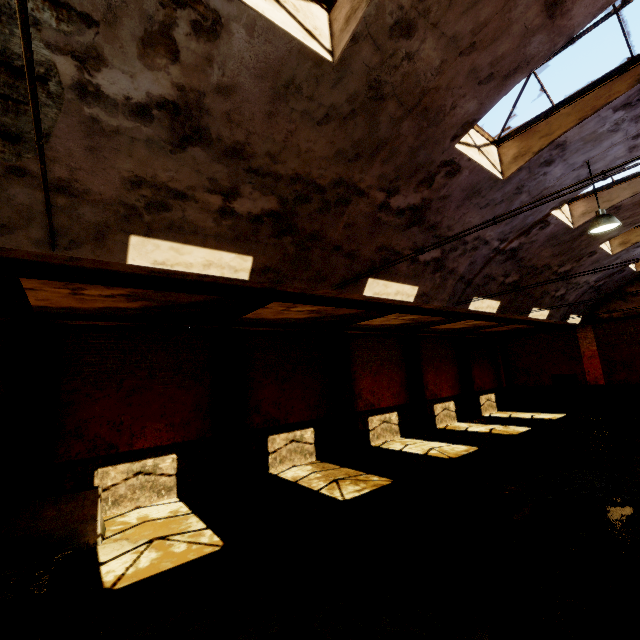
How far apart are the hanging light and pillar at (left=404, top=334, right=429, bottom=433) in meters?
9.9 m

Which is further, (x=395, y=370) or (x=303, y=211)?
(x=395, y=370)

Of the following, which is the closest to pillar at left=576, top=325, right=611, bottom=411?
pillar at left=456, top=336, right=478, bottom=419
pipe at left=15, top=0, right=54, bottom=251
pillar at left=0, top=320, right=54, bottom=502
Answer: pillar at left=456, top=336, right=478, bottom=419

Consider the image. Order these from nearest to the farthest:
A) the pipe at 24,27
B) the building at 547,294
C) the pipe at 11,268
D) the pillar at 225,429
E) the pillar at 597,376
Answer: the pipe at 24,27 → the pipe at 11,268 → the pillar at 225,429 → the building at 547,294 → the pillar at 597,376

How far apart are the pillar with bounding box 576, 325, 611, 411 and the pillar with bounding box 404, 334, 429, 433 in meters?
10.6 m

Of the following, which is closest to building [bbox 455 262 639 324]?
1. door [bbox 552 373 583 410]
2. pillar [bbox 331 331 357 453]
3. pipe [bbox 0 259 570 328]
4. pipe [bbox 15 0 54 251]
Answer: pipe [bbox 15 0 54 251]

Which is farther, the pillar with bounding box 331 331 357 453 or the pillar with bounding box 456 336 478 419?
the pillar with bounding box 456 336 478 419

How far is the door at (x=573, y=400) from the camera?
19.3m
